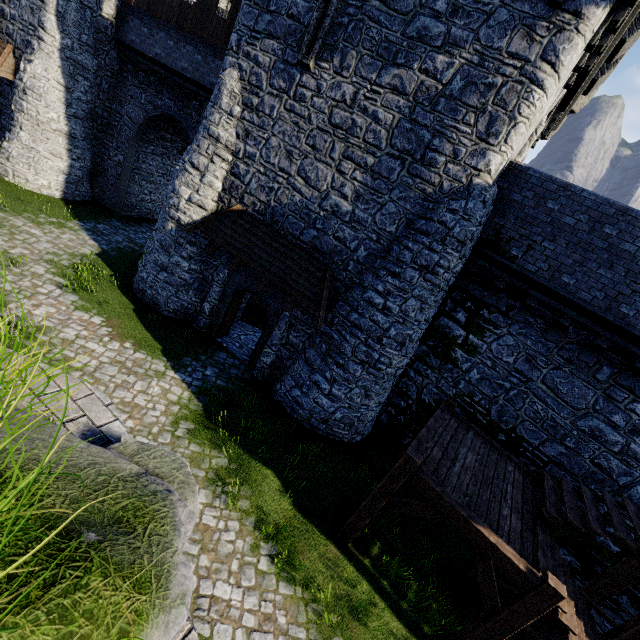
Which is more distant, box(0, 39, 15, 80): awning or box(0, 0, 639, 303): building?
box(0, 39, 15, 80): awning

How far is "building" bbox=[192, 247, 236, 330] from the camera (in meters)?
12.45

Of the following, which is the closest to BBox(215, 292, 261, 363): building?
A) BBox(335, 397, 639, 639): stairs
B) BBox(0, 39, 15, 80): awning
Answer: BBox(0, 39, 15, 80): awning

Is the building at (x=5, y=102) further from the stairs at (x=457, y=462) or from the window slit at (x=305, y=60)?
the stairs at (x=457, y=462)

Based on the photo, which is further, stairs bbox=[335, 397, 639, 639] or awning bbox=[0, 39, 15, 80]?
awning bbox=[0, 39, 15, 80]

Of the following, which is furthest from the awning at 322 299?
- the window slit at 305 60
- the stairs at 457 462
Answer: the window slit at 305 60

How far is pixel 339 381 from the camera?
10.3m
